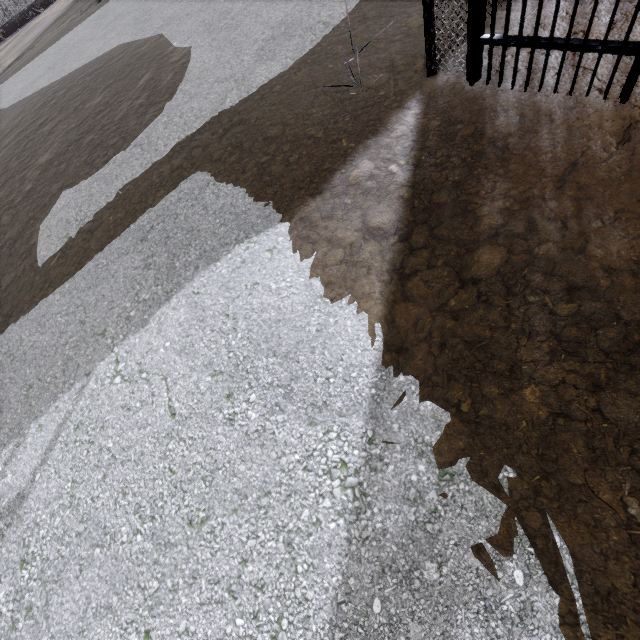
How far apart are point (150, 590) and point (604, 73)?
4.0 meters

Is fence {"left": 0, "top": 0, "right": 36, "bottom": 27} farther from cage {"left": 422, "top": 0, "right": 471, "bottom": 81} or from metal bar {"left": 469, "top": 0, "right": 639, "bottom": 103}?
metal bar {"left": 469, "top": 0, "right": 639, "bottom": 103}

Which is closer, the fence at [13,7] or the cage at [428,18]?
the cage at [428,18]

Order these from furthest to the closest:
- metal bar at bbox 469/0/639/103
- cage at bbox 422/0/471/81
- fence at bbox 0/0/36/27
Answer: fence at bbox 0/0/36/27, cage at bbox 422/0/471/81, metal bar at bbox 469/0/639/103

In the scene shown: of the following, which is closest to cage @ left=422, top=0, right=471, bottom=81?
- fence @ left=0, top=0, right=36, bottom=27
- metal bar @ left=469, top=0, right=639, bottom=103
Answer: metal bar @ left=469, top=0, right=639, bottom=103

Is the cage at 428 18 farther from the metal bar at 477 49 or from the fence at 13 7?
the fence at 13 7
